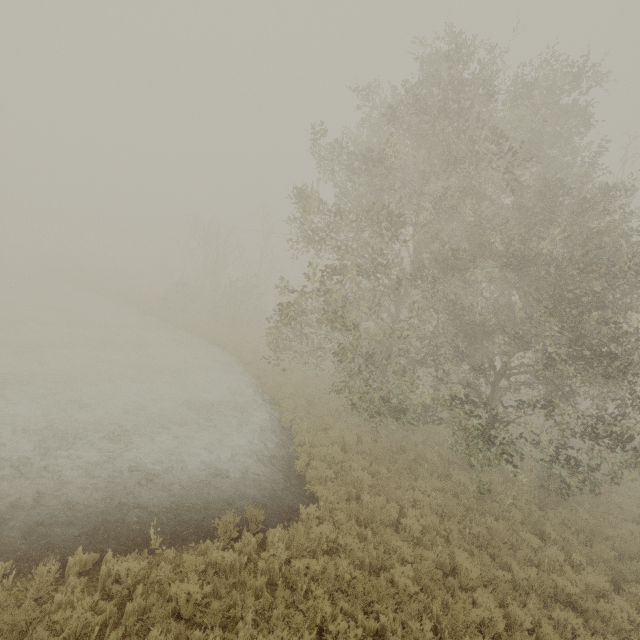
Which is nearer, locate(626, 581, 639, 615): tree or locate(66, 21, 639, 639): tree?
A: locate(626, 581, 639, 615): tree

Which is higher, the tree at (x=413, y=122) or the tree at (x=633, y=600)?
the tree at (x=413, y=122)

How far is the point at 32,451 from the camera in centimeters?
895cm

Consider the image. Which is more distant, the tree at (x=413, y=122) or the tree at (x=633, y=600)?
the tree at (x=413, y=122)

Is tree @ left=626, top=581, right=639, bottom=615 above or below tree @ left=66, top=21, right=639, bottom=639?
below
